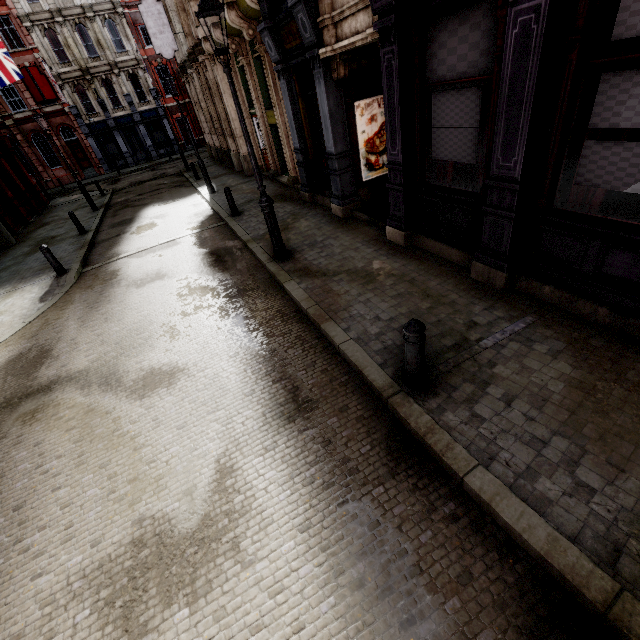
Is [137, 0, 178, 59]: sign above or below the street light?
above

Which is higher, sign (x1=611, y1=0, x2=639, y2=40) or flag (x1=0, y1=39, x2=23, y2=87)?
flag (x1=0, y1=39, x2=23, y2=87)

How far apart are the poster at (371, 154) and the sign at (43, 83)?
36.0m

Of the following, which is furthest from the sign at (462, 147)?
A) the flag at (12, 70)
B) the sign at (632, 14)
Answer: the flag at (12, 70)

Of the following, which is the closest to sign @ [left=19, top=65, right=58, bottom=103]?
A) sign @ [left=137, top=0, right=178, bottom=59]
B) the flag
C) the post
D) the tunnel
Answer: the flag

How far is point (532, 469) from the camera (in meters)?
3.00

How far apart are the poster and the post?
6.8m

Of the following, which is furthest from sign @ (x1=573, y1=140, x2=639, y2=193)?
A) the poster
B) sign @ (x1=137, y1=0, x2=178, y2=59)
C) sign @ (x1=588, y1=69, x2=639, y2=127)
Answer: sign @ (x1=137, y1=0, x2=178, y2=59)
